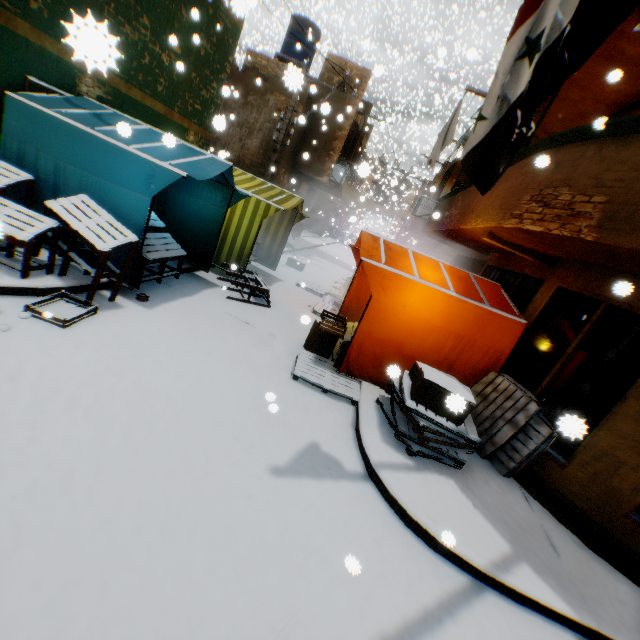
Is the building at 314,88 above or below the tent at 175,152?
above

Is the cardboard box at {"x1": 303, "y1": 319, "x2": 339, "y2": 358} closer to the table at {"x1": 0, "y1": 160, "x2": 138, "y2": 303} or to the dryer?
the table at {"x1": 0, "y1": 160, "x2": 138, "y2": 303}

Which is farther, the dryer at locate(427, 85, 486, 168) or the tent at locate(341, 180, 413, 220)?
the tent at locate(341, 180, 413, 220)

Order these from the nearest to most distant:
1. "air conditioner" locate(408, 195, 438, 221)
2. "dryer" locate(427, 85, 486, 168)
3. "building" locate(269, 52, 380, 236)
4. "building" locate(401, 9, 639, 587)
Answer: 1. "building" locate(401, 9, 639, 587)
2. "dryer" locate(427, 85, 486, 168)
3. "air conditioner" locate(408, 195, 438, 221)
4. "building" locate(269, 52, 380, 236)

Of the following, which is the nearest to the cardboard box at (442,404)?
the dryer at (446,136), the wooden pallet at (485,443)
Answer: the wooden pallet at (485,443)

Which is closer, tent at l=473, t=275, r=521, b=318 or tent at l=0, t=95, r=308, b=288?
tent at l=0, t=95, r=308, b=288

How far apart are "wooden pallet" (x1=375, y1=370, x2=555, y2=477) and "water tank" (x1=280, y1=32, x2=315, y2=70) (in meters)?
17.30

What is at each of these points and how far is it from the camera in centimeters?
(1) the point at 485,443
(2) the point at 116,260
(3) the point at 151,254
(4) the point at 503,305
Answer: (1) wooden pallet, 537cm
(2) tent, 536cm
(3) table, 553cm
(4) tent, 602cm
